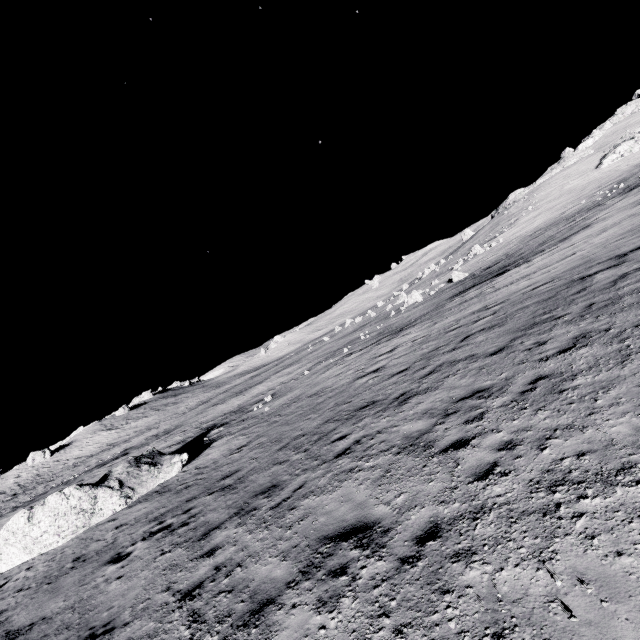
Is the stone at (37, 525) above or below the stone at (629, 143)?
below

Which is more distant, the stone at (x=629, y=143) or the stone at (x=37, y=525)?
the stone at (x=629, y=143)

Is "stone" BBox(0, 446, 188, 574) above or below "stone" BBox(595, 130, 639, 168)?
below

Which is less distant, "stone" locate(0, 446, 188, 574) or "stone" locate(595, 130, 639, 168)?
"stone" locate(0, 446, 188, 574)

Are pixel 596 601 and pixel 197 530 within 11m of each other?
yes
